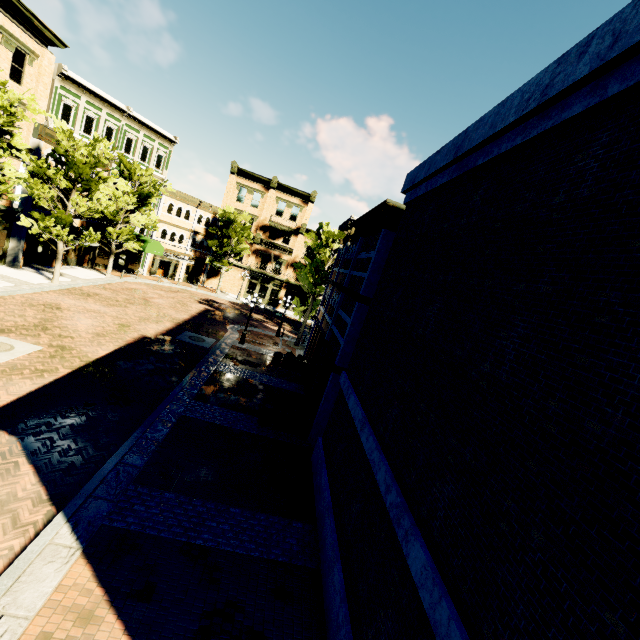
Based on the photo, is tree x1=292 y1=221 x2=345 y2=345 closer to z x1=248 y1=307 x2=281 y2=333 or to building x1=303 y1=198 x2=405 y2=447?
z x1=248 y1=307 x2=281 y2=333

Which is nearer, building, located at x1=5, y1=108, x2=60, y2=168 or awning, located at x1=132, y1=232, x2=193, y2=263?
building, located at x1=5, y1=108, x2=60, y2=168

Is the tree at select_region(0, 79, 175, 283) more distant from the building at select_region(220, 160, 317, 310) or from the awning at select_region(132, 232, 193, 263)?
the awning at select_region(132, 232, 193, 263)

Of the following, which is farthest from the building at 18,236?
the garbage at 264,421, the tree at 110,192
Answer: the garbage at 264,421

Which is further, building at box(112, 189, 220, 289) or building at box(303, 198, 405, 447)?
building at box(112, 189, 220, 289)

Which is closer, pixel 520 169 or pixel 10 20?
pixel 520 169

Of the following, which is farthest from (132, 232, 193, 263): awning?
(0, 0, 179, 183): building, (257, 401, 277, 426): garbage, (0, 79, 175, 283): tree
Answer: (257, 401, 277, 426): garbage

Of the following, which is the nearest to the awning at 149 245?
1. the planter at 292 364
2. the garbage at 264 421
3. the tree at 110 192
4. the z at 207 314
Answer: the tree at 110 192
